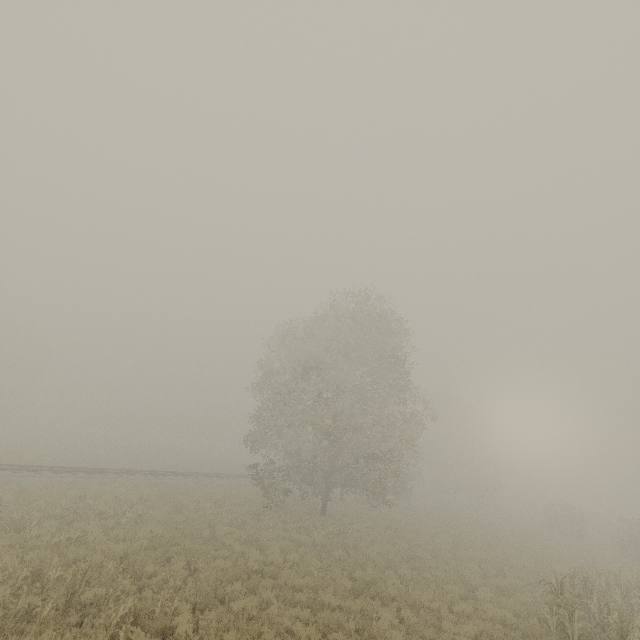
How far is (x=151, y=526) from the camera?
14.7m

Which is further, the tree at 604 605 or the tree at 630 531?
the tree at 630 531

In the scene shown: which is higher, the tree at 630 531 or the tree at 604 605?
the tree at 630 531

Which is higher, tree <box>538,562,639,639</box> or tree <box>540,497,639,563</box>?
tree <box>540,497,639,563</box>

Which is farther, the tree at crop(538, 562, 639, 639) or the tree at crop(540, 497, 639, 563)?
the tree at crop(540, 497, 639, 563)
